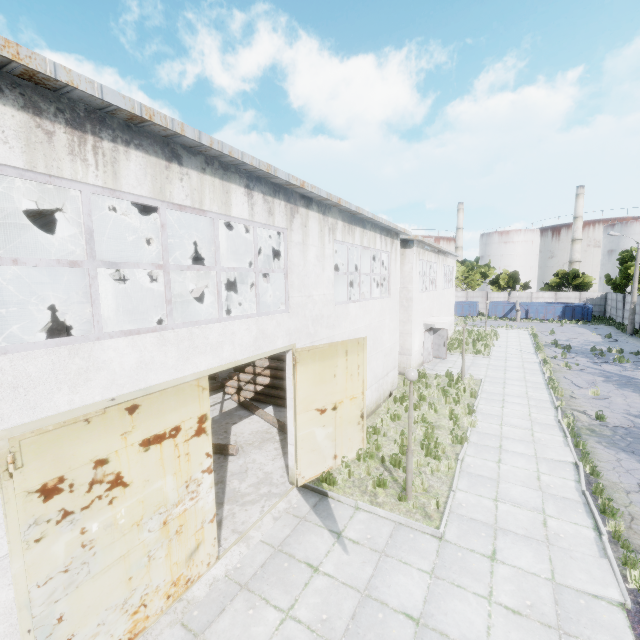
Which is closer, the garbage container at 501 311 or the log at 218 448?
the log at 218 448

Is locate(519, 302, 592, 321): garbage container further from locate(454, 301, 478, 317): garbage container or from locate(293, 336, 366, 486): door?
locate(293, 336, 366, 486): door

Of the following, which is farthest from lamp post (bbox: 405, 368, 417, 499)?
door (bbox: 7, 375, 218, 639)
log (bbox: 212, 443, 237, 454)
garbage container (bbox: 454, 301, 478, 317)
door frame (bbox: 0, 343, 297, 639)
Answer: garbage container (bbox: 454, 301, 478, 317)

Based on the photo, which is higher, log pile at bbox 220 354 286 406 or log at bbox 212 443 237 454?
log pile at bbox 220 354 286 406

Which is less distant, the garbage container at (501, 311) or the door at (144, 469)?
the door at (144, 469)

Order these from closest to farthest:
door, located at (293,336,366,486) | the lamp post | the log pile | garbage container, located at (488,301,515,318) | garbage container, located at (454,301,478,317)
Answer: the lamp post
door, located at (293,336,366,486)
the log pile
garbage container, located at (488,301,515,318)
garbage container, located at (454,301,478,317)

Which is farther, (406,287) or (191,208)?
(406,287)

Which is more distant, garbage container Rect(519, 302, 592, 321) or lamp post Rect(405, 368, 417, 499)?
garbage container Rect(519, 302, 592, 321)
